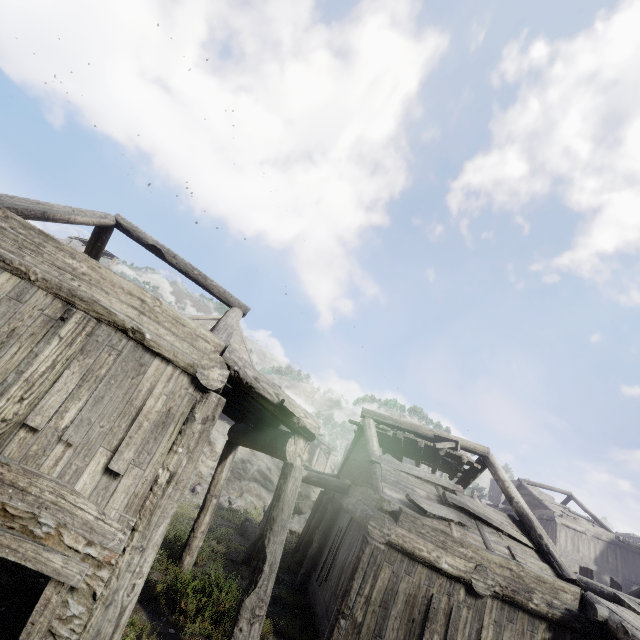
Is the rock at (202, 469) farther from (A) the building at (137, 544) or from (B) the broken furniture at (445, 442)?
(B) the broken furniture at (445, 442)

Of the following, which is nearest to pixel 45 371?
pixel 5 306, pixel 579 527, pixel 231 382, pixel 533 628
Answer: pixel 5 306

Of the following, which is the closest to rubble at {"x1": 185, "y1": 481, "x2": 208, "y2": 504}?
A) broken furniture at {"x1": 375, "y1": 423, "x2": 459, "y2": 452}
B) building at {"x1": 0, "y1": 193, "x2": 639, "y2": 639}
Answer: building at {"x1": 0, "y1": 193, "x2": 639, "y2": 639}

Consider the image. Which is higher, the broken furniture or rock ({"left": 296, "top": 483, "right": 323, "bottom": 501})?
the broken furniture

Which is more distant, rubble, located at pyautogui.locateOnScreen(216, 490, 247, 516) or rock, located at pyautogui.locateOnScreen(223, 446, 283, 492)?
rock, located at pyautogui.locateOnScreen(223, 446, 283, 492)

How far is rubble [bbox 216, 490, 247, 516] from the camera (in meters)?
17.05

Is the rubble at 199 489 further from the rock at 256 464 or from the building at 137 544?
the building at 137 544

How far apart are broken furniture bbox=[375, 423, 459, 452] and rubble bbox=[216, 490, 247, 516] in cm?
1168
